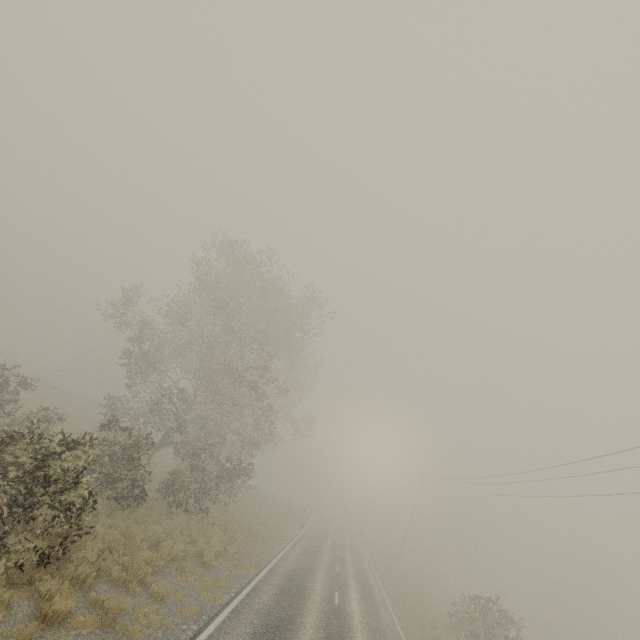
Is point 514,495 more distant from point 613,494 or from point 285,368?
point 285,368
